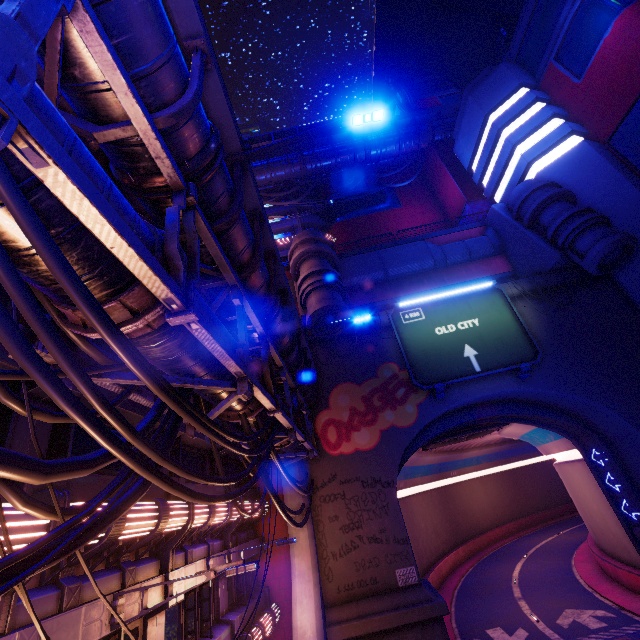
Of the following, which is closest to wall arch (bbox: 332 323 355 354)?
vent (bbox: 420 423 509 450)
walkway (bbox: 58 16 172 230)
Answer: walkway (bbox: 58 16 172 230)

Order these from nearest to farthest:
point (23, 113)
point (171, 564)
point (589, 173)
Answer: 1. point (23, 113)
2. point (171, 564)
3. point (589, 173)

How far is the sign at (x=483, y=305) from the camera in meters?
18.6 m

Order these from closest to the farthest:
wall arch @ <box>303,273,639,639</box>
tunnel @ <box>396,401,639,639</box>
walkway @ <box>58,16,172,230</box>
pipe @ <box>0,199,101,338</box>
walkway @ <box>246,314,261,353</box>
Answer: pipe @ <box>0,199,101,338</box>
walkway @ <box>58,16,172,230</box>
walkway @ <box>246,314,261,353</box>
wall arch @ <box>303,273,639,639</box>
tunnel @ <box>396,401,639,639</box>

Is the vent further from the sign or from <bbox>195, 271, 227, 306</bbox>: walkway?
<bbox>195, 271, 227, 306</bbox>: walkway

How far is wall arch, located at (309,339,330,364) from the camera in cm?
2050

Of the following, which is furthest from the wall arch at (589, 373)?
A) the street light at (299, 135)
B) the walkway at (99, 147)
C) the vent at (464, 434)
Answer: the street light at (299, 135)

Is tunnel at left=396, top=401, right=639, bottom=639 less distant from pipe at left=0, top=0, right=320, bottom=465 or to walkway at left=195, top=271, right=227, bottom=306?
pipe at left=0, top=0, right=320, bottom=465
